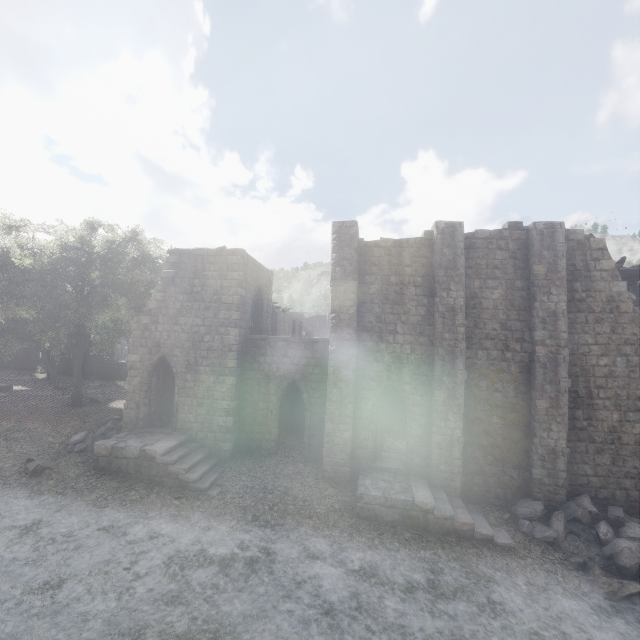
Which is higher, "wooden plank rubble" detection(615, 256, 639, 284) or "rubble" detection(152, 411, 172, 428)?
"wooden plank rubble" detection(615, 256, 639, 284)

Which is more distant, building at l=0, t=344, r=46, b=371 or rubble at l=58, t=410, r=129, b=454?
building at l=0, t=344, r=46, b=371

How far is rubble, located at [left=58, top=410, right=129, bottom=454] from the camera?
15.80m

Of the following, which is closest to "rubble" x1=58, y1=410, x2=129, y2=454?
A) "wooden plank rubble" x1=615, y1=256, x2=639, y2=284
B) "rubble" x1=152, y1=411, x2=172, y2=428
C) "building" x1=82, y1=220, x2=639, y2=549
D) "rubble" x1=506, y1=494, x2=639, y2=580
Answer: "building" x1=82, y1=220, x2=639, y2=549

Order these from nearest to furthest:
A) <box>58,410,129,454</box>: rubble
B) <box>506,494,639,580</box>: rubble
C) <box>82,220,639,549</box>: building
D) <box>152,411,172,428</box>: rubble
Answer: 1. <box>506,494,639,580</box>: rubble
2. <box>82,220,639,549</box>: building
3. <box>58,410,129,454</box>: rubble
4. <box>152,411,172,428</box>: rubble

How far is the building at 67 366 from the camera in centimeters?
3203cm

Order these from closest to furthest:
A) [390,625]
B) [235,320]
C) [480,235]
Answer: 1. [390,625]
2. [480,235]
3. [235,320]

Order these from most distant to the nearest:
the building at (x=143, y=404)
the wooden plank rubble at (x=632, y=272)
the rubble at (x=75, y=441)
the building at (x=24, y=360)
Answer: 1. the building at (x=24, y=360)
2. the wooden plank rubble at (x=632, y=272)
3. the rubble at (x=75, y=441)
4. the building at (x=143, y=404)
